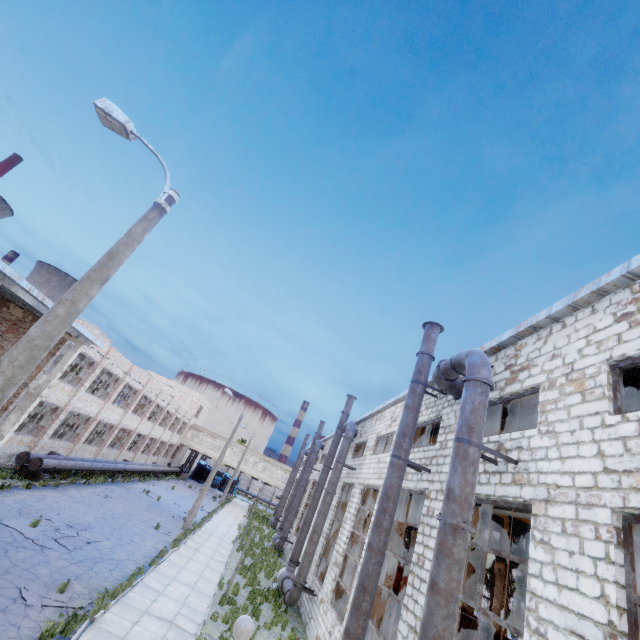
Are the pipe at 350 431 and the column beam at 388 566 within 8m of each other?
yes

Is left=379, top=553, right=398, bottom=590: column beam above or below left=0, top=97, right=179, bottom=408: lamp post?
below

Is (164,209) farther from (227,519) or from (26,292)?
(227,519)

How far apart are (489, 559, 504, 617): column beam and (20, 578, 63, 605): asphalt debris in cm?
3209

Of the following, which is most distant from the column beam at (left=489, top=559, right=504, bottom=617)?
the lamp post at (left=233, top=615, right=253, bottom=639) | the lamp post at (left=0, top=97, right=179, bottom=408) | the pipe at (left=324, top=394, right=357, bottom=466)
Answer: the lamp post at (left=0, top=97, right=179, bottom=408)

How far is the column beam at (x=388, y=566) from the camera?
11.9 meters

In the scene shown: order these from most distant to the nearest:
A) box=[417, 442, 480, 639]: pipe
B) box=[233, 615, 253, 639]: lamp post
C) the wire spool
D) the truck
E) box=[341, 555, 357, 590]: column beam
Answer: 1. the truck
2. the wire spool
3. box=[341, 555, 357, 590]: column beam
4. box=[417, 442, 480, 639]: pipe
5. box=[233, 615, 253, 639]: lamp post

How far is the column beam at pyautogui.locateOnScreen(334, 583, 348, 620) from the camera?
14.9 meters
